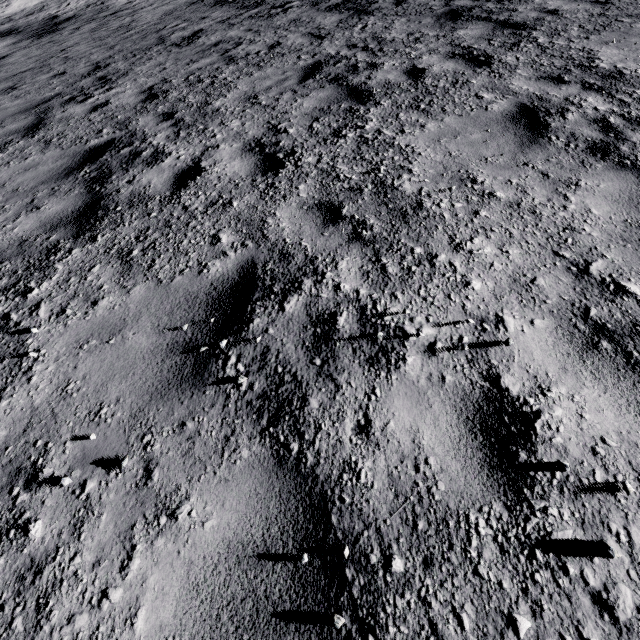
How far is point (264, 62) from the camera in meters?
6.6 m
